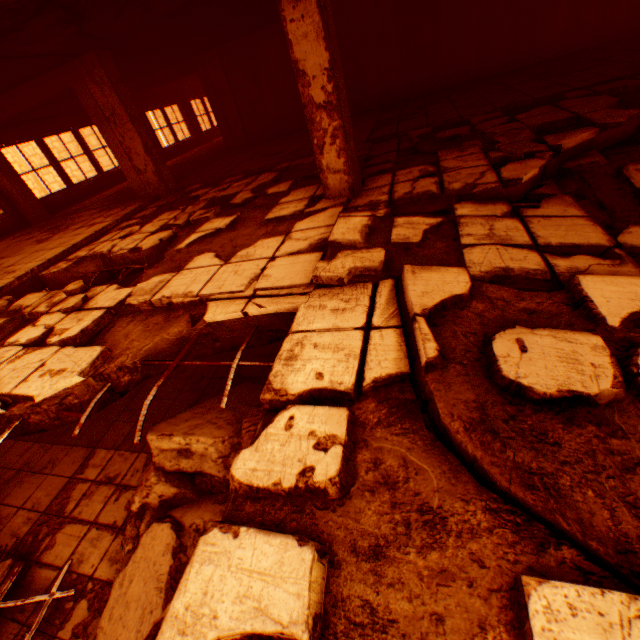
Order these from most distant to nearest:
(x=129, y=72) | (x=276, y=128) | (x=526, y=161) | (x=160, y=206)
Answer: (x=276, y=128) < (x=129, y=72) < (x=160, y=206) < (x=526, y=161)

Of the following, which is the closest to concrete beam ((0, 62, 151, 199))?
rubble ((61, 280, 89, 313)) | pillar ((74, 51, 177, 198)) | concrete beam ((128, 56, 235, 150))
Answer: pillar ((74, 51, 177, 198))

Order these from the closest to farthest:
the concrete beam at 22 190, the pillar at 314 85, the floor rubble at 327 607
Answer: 1. the floor rubble at 327 607
2. the pillar at 314 85
3. the concrete beam at 22 190

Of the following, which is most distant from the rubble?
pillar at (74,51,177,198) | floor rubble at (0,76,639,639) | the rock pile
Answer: pillar at (74,51,177,198)

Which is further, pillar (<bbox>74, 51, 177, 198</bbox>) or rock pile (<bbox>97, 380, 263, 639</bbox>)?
pillar (<bbox>74, 51, 177, 198</bbox>)

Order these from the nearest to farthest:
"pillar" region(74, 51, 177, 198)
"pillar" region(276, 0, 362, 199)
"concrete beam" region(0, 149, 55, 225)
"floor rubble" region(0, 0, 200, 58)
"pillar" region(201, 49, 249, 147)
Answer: "pillar" region(276, 0, 362, 199) < "floor rubble" region(0, 0, 200, 58) < "pillar" region(74, 51, 177, 198) < "concrete beam" region(0, 149, 55, 225) < "pillar" region(201, 49, 249, 147)

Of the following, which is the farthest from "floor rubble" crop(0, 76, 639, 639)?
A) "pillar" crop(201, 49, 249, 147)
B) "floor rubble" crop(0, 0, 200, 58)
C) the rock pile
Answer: "pillar" crop(201, 49, 249, 147)

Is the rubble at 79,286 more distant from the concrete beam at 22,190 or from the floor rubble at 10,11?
the concrete beam at 22,190
